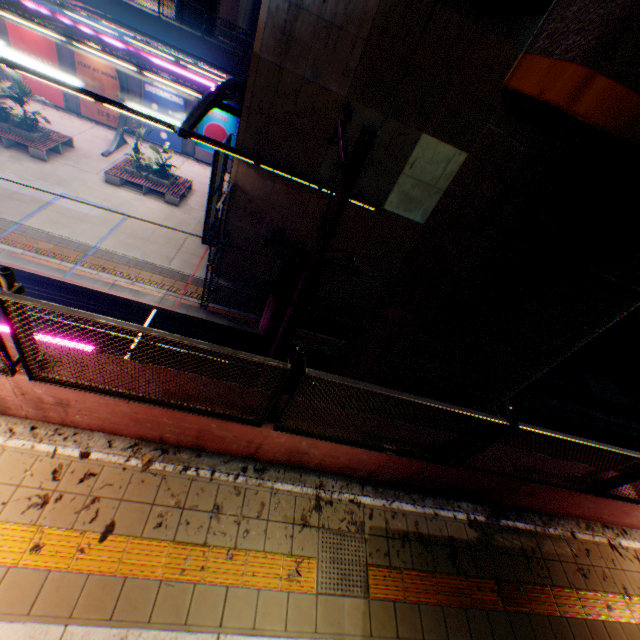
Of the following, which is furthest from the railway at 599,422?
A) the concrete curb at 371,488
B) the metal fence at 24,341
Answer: the concrete curb at 371,488

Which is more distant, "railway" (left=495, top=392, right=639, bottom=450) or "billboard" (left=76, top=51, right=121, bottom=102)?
"billboard" (left=76, top=51, right=121, bottom=102)

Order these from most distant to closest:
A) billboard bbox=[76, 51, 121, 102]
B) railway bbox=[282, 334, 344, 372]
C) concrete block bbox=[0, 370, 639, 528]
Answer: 1. billboard bbox=[76, 51, 121, 102]
2. railway bbox=[282, 334, 344, 372]
3. concrete block bbox=[0, 370, 639, 528]

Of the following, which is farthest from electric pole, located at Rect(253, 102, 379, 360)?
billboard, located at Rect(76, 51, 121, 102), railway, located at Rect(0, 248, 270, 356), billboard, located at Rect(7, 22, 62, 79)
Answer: billboard, located at Rect(7, 22, 62, 79)

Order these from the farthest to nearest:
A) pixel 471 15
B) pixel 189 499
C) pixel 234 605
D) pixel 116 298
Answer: pixel 116 298 → pixel 471 15 → pixel 189 499 → pixel 234 605

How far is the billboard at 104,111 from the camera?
21.25m

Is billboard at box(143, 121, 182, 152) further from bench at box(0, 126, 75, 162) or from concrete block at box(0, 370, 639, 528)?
concrete block at box(0, 370, 639, 528)

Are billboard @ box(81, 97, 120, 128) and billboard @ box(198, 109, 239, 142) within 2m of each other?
no
